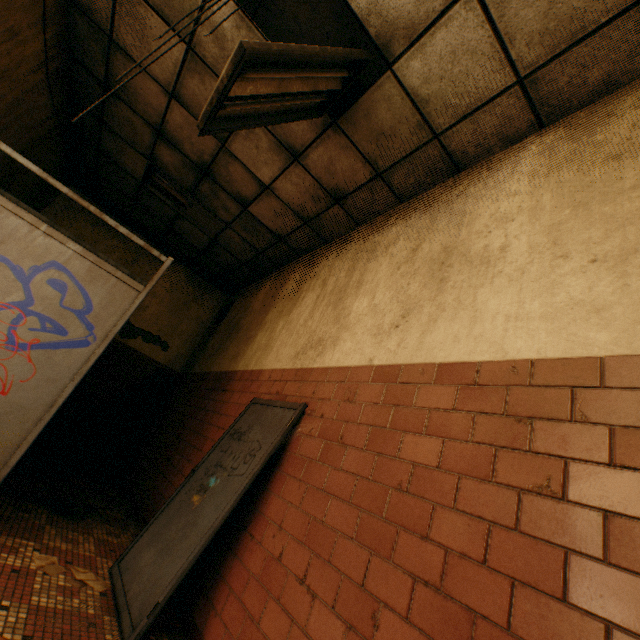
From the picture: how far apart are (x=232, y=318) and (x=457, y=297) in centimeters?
467cm

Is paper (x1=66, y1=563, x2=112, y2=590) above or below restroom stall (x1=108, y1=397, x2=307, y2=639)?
below

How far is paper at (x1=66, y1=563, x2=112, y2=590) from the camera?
2.1m

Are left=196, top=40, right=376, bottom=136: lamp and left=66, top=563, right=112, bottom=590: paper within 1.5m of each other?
no

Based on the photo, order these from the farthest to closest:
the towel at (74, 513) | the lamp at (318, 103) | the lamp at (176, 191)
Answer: the lamp at (176, 191) → the towel at (74, 513) → the lamp at (318, 103)

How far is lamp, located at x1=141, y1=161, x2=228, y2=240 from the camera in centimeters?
477cm

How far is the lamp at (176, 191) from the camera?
4.8m

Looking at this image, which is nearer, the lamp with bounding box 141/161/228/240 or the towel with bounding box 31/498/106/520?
the towel with bounding box 31/498/106/520
